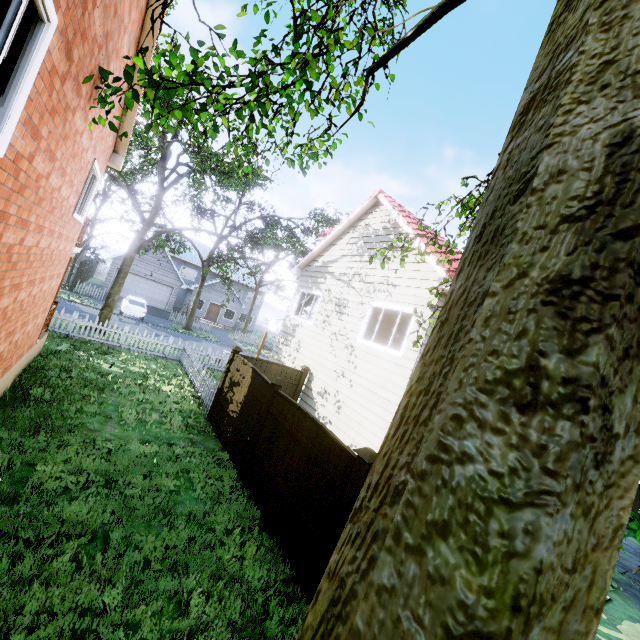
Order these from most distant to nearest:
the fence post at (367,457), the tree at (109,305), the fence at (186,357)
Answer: the fence at (186,357), the fence post at (367,457), the tree at (109,305)

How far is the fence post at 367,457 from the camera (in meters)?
4.70

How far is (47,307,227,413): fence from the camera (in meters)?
12.05

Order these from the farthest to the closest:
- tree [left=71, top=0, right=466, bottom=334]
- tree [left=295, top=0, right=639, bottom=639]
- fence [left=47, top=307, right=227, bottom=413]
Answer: fence [left=47, top=307, right=227, bottom=413] → tree [left=71, top=0, right=466, bottom=334] → tree [left=295, top=0, right=639, bottom=639]

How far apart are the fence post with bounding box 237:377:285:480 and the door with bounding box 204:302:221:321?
33.0 meters

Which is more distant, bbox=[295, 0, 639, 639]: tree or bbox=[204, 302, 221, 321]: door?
bbox=[204, 302, 221, 321]: door

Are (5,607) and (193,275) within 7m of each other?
no

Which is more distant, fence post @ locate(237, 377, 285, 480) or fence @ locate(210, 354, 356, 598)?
fence post @ locate(237, 377, 285, 480)
